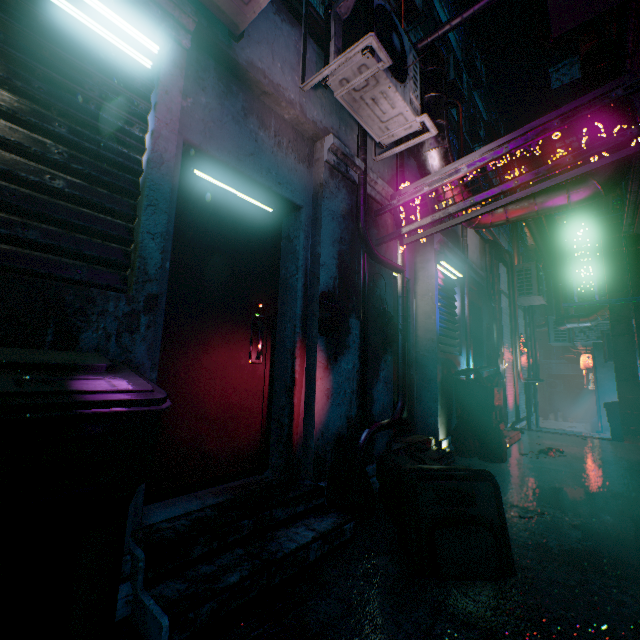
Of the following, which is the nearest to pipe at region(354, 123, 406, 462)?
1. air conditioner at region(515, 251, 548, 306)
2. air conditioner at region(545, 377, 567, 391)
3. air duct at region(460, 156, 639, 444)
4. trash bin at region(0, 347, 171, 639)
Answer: trash bin at region(0, 347, 171, 639)

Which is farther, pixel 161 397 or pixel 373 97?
pixel 373 97

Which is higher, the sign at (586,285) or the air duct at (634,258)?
the air duct at (634,258)

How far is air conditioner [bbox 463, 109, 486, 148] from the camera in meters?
11.5 m

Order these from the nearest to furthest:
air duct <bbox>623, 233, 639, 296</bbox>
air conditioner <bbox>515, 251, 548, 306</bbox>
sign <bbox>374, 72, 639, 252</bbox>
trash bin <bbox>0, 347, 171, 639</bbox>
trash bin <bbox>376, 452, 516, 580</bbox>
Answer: trash bin <bbox>0, 347, 171, 639</bbox>
trash bin <bbox>376, 452, 516, 580</bbox>
sign <bbox>374, 72, 639, 252</bbox>
air duct <bbox>623, 233, 639, 296</bbox>
air conditioner <bbox>515, 251, 548, 306</bbox>

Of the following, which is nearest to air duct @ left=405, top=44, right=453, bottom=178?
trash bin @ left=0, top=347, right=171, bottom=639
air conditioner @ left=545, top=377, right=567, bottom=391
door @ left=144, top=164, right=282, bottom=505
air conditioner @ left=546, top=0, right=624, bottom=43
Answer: air conditioner @ left=546, top=0, right=624, bottom=43

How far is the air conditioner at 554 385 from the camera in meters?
20.6

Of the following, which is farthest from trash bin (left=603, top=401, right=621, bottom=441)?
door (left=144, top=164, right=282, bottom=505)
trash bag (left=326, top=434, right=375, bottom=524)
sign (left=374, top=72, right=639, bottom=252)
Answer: door (left=144, top=164, right=282, bottom=505)
